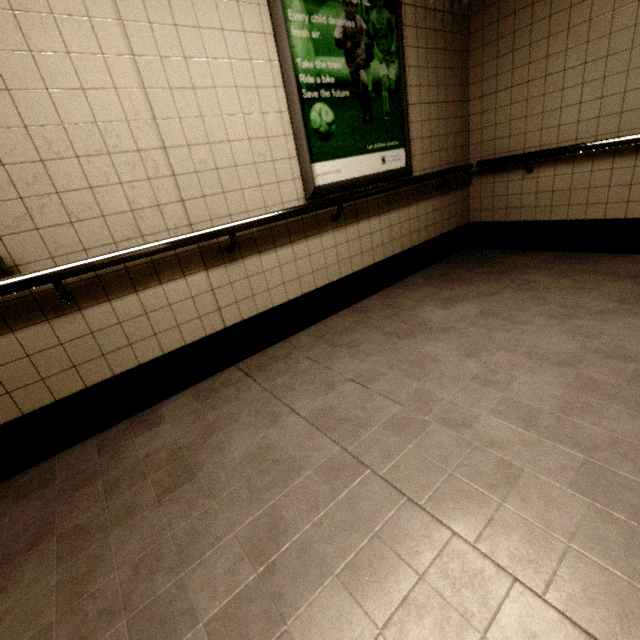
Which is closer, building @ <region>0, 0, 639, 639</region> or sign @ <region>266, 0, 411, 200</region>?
building @ <region>0, 0, 639, 639</region>

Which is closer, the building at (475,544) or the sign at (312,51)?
the building at (475,544)

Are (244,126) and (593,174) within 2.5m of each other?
no
